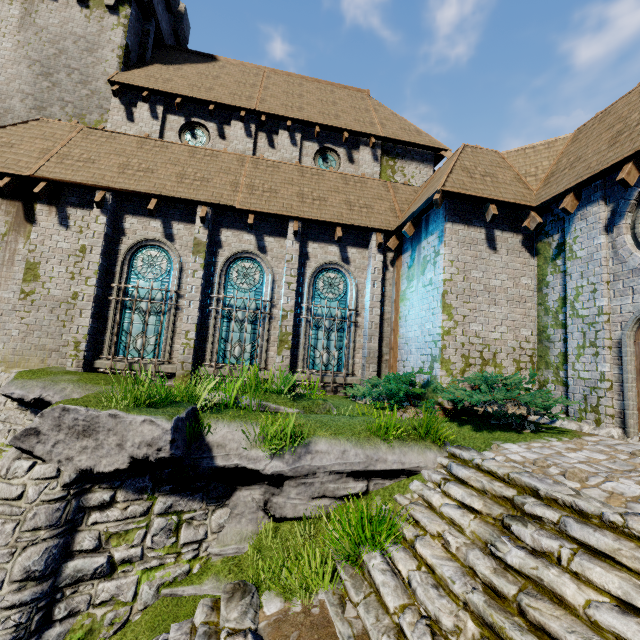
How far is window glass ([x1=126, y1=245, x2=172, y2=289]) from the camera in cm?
1033

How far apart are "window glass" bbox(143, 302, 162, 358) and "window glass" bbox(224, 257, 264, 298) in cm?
154

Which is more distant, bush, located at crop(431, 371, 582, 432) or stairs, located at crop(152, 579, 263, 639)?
bush, located at crop(431, 371, 582, 432)

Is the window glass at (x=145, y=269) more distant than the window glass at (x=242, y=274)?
No

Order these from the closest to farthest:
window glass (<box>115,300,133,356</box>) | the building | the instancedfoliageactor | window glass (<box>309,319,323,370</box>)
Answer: the instancedfoliageactor, the building, window glass (<box>115,300,133,356</box>), window glass (<box>309,319,323,370</box>)

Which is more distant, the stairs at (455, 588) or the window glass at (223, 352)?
the window glass at (223, 352)

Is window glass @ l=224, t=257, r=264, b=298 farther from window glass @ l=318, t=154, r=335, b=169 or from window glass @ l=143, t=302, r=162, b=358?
window glass @ l=318, t=154, r=335, b=169

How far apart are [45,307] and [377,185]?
12.60m
